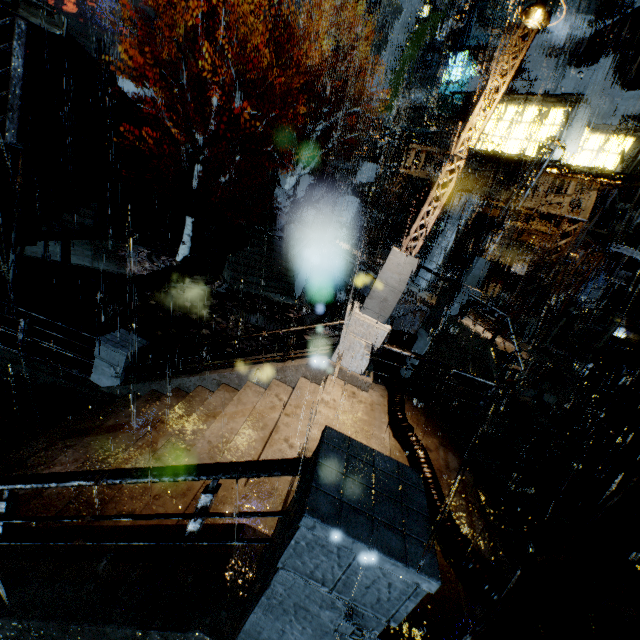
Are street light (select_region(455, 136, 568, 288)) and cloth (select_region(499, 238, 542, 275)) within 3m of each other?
no

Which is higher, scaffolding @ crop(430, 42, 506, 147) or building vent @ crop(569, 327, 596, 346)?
scaffolding @ crop(430, 42, 506, 147)

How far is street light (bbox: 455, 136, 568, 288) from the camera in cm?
1169

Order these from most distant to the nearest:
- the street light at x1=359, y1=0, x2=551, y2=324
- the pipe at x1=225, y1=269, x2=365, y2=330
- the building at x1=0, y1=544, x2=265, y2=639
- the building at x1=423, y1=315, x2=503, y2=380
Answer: the pipe at x1=225, y1=269, x2=365, y2=330
the building at x1=423, y1=315, x2=503, y2=380
the street light at x1=359, y1=0, x2=551, y2=324
the building at x1=0, y1=544, x2=265, y2=639

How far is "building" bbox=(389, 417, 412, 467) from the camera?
5.6m

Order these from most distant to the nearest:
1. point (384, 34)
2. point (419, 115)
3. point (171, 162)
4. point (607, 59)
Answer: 1. point (384, 34)
2. point (419, 115)
3. point (171, 162)
4. point (607, 59)

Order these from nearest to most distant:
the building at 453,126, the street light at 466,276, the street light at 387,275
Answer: the street light at 387,275, the street light at 466,276, the building at 453,126

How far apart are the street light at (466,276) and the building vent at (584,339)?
9.5 meters
